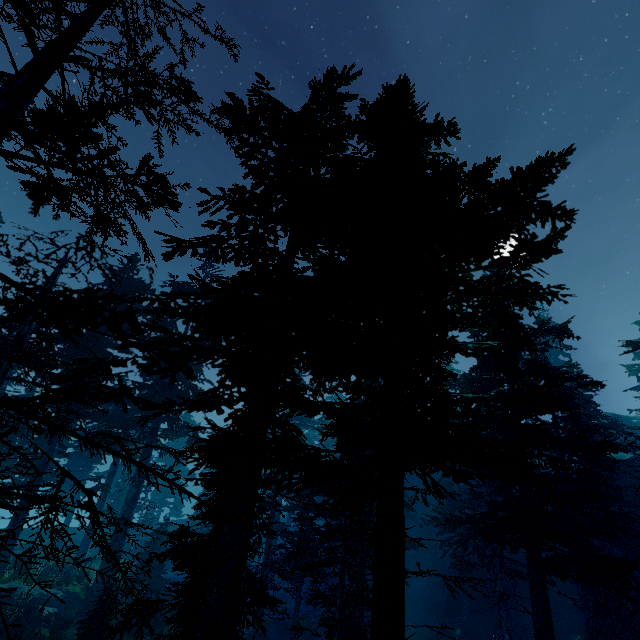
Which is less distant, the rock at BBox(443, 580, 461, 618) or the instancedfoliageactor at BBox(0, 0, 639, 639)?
the instancedfoliageactor at BBox(0, 0, 639, 639)

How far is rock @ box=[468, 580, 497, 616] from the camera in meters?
25.6

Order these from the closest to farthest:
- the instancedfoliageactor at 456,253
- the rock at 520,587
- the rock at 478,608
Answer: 1. the instancedfoliageactor at 456,253
2. the rock at 478,608
3. the rock at 520,587

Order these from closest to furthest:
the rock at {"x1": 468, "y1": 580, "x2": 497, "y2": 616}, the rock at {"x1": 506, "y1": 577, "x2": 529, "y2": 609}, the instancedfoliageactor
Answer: the instancedfoliageactor < the rock at {"x1": 468, "y1": 580, "x2": 497, "y2": 616} < the rock at {"x1": 506, "y1": 577, "x2": 529, "y2": 609}

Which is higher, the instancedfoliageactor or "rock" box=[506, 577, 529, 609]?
the instancedfoliageactor

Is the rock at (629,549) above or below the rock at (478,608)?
above

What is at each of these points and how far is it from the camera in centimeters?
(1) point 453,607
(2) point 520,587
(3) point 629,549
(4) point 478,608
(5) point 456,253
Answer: (1) rock, 2639cm
(2) rock, 2705cm
(3) rock, 2600cm
(4) rock, 2559cm
(5) instancedfoliageactor, 887cm
